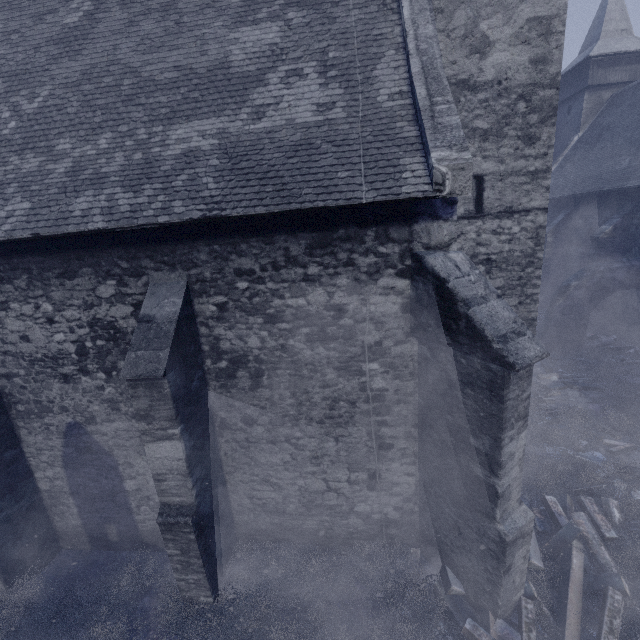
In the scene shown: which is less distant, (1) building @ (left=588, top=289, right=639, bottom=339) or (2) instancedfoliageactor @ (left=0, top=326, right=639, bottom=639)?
(2) instancedfoliageactor @ (left=0, top=326, right=639, bottom=639)

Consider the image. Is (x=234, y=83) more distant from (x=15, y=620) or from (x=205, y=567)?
(x=15, y=620)

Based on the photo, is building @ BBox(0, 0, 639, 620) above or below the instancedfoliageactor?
above

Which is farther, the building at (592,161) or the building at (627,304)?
the building at (627,304)

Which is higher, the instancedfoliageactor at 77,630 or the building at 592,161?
the building at 592,161

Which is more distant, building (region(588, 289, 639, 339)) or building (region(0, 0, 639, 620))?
building (region(588, 289, 639, 339))
